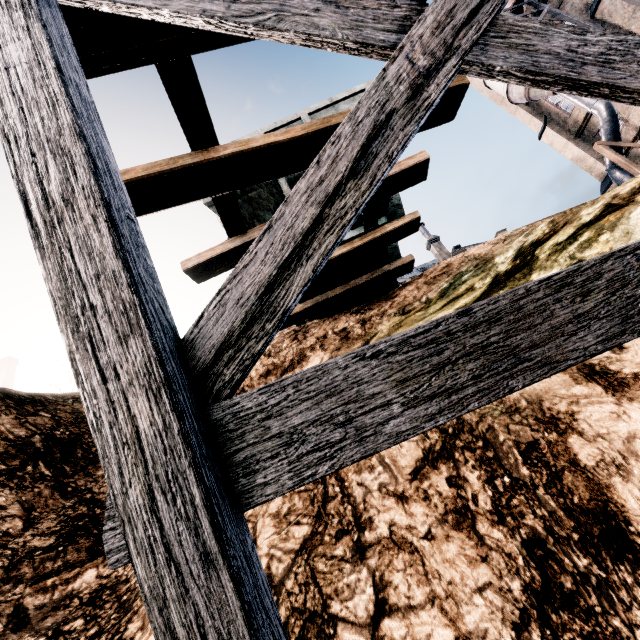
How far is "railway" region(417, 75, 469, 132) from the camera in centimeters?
492cm

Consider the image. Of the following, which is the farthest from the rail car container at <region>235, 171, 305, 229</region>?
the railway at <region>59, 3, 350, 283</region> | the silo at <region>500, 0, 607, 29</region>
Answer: the silo at <region>500, 0, 607, 29</region>

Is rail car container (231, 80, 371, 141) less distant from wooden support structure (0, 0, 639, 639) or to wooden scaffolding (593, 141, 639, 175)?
wooden support structure (0, 0, 639, 639)

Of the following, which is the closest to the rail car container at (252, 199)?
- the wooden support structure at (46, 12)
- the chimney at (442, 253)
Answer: the wooden support structure at (46, 12)

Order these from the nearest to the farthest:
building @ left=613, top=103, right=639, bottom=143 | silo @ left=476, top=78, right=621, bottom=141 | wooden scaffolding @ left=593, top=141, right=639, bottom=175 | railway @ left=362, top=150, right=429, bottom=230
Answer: railway @ left=362, top=150, right=429, bottom=230
wooden scaffolding @ left=593, top=141, right=639, bottom=175
silo @ left=476, top=78, right=621, bottom=141
building @ left=613, top=103, right=639, bottom=143

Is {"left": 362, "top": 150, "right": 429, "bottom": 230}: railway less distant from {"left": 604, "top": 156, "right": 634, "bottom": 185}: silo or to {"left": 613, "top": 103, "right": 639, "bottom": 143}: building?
{"left": 613, "top": 103, "right": 639, "bottom": 143}: building

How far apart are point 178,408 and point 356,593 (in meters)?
2.35

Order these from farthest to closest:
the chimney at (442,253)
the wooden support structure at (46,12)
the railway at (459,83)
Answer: the chimney at (442,253) → the railway at (459,83) → the wooden support structure at (46,12)
